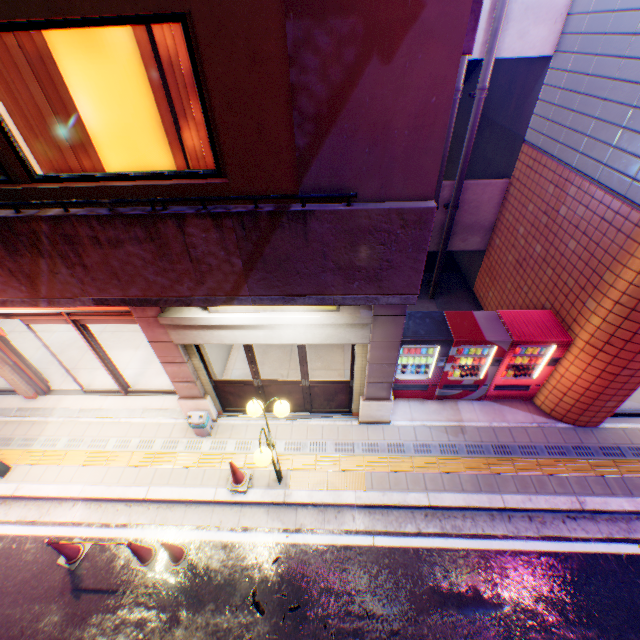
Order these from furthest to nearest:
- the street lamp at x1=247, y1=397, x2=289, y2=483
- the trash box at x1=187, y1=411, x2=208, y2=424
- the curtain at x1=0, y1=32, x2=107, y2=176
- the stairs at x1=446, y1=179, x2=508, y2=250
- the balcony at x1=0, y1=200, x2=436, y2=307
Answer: the stairs at x1=446, y1=179, x2=508, y2=250, the trash box at x1=187, y1=411, x2=208, y2=424, the street lamp at x1=247, y1=397, x2=289, y2=483, the curtain at x1=0, y1=32, x2=107, y2=176, the balcony at x1=0, y1=200, x2=436, y2=307

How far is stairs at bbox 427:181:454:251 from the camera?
8.6 meters

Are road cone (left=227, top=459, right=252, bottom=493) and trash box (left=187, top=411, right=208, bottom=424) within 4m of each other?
yes

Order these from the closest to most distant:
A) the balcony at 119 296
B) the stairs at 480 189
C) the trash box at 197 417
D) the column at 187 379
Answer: the balcony at 119 296, the column at 187 379, the trash box at 197 417, the stairs at 480 189

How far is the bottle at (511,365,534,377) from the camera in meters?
7.0 m

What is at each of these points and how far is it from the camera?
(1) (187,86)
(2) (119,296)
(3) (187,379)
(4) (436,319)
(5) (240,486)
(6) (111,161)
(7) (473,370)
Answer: (1) curtain, 3.85m
(2) balcony, 3.92m
(3) column, 6.52m
(4) vending machine, 6.77m
(5) road cone, 6.27m
(6) window glass, 4.75m
(7) bottle, 7.04m

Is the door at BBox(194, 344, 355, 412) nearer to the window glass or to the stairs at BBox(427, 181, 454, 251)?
the window glass

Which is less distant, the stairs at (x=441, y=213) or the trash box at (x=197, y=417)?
the trash box at (x=197, y=417)
